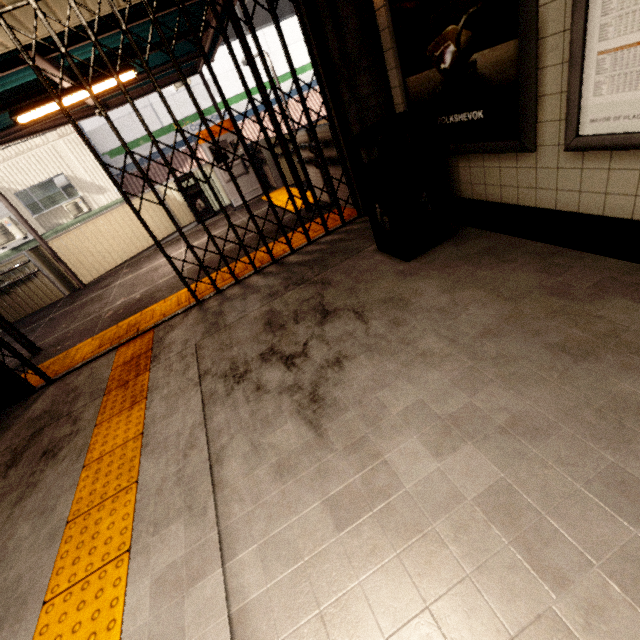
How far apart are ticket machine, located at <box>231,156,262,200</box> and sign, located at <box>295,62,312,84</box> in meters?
8.4 m

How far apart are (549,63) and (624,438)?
2.0m

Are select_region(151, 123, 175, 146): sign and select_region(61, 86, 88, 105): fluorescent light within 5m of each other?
no

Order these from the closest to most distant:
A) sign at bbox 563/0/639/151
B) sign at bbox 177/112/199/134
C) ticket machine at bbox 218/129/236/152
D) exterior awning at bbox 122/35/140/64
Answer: sign at bbox 563/0/639/151, exterior awning at bbox 122/35/140/64, ticket machine at bbox 218/129/236/152, sign at bbox 177/112/199/134

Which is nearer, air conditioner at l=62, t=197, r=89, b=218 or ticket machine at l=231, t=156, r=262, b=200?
ticket machine at l=231, t=156, r=262, b=200

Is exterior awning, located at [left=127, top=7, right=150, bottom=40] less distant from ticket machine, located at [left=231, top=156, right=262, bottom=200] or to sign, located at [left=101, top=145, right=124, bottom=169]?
ticket machine, located at [left=231, top=156, right=262, bottom=200]

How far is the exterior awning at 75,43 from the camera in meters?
3.8

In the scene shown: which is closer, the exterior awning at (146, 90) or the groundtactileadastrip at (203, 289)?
the groundtactileadastrip at (203, 289)
